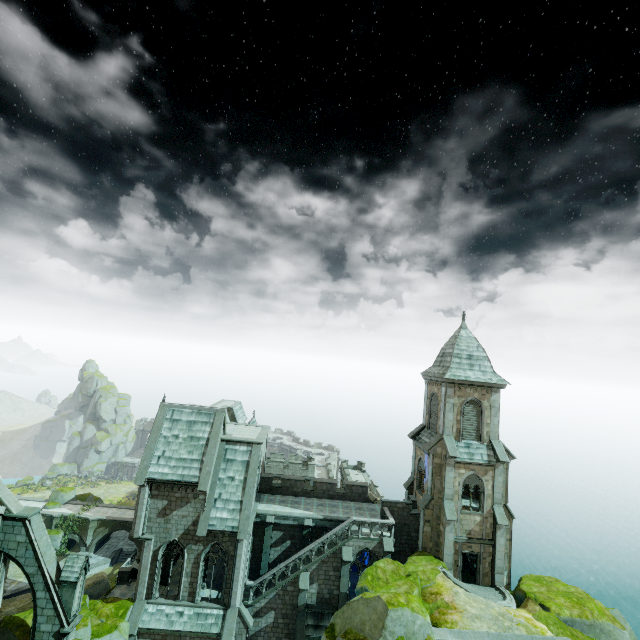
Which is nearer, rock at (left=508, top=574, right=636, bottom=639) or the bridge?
rock at (left=508, top=574, right=636, bottom=639)

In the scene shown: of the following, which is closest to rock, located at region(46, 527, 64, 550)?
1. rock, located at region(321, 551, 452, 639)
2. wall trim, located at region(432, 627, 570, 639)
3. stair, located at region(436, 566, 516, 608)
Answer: rock, located at region(321, 551, 452, 639)

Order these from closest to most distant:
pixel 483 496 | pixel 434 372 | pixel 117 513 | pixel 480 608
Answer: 1. pixel 480 608
2. pixel 483 496
3. pixel 434 372
4. pixel 117 513

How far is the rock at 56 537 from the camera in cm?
4512

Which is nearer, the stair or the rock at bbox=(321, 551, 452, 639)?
the rock at bbox=(321, 551, 452, 639)

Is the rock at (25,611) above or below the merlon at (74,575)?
below

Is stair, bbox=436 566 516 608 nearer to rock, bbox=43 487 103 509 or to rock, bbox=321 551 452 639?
rock, bbox=321 551 452 639

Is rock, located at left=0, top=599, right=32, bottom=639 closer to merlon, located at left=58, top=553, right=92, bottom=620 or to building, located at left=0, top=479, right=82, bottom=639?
building, located at left=0, top=479, right=82, bottom=639
